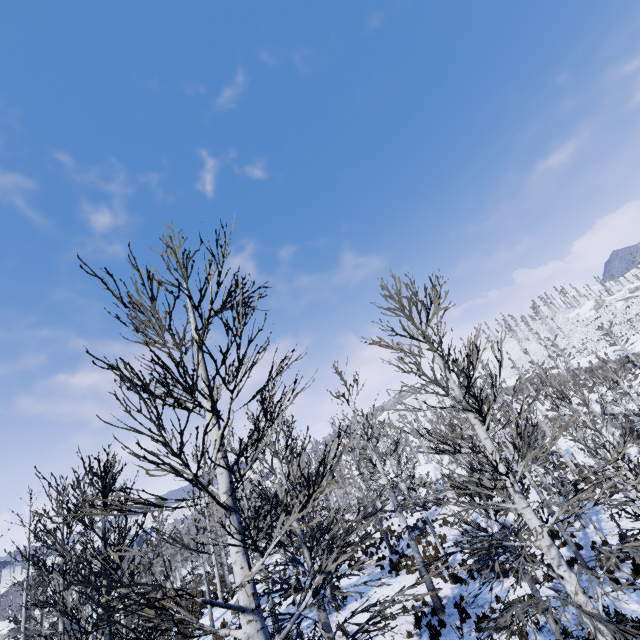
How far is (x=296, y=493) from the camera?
9.1m
